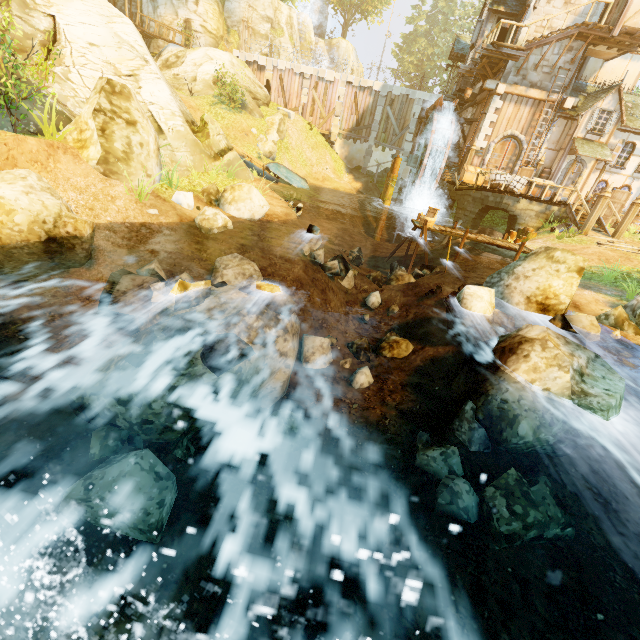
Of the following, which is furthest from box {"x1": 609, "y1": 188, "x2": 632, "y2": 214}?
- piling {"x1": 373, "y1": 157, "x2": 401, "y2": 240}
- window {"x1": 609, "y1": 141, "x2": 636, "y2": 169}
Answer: piling {"x1": 373, "y1": 157, "x2": 401, "y2": 240}

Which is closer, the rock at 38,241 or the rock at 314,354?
the rock at 38,241

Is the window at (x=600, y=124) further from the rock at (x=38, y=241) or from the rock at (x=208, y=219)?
the rock at (x=38, y=241)

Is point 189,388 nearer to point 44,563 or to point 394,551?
point 44,563

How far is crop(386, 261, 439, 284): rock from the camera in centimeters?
1137cm

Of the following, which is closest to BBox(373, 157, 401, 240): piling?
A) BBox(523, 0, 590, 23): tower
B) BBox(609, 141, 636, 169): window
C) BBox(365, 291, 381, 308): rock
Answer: BBox(523, 0, 590, 23): tower

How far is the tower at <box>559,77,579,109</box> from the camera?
18.8 meters

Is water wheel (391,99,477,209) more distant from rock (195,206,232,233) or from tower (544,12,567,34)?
rock (195,206,232,233)
